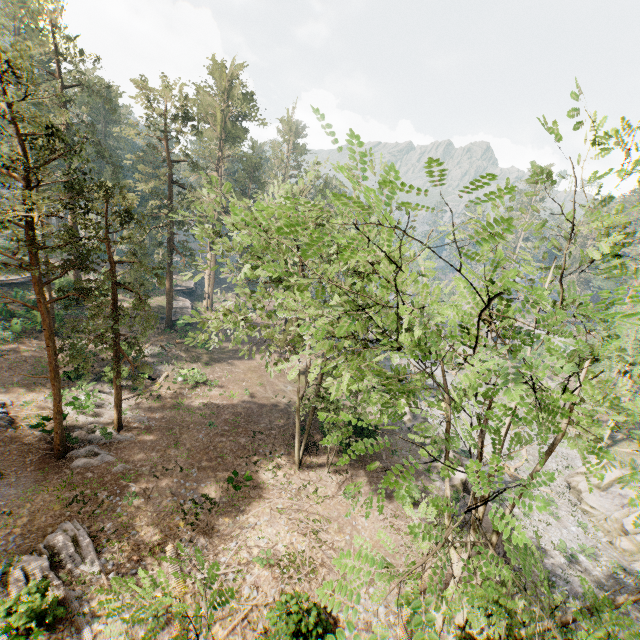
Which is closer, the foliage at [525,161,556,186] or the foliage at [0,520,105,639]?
the foliage at [525,161,556,186]

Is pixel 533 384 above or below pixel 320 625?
above

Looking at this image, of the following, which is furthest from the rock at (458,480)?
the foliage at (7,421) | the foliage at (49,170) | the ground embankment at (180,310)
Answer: the ground embankment at (180,310)

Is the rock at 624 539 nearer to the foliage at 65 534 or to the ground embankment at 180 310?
the foliage at 65 534

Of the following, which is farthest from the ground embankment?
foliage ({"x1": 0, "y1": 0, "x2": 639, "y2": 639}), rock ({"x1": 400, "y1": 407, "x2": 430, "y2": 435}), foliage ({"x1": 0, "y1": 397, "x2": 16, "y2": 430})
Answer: rock ({"x1": 400, "y1": 407, "x2": 430, "y2": 435})

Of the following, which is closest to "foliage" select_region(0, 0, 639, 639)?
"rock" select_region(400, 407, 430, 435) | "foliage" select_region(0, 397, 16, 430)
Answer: "rock" select_region(400, 407, 430, 435)

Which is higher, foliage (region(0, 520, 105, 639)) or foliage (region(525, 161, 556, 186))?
foliage (region(525, 161, 556, 186))

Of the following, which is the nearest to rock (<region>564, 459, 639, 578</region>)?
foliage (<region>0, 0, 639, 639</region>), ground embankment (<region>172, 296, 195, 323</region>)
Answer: foliage (<region>0, 0, 639, 639</region>)
